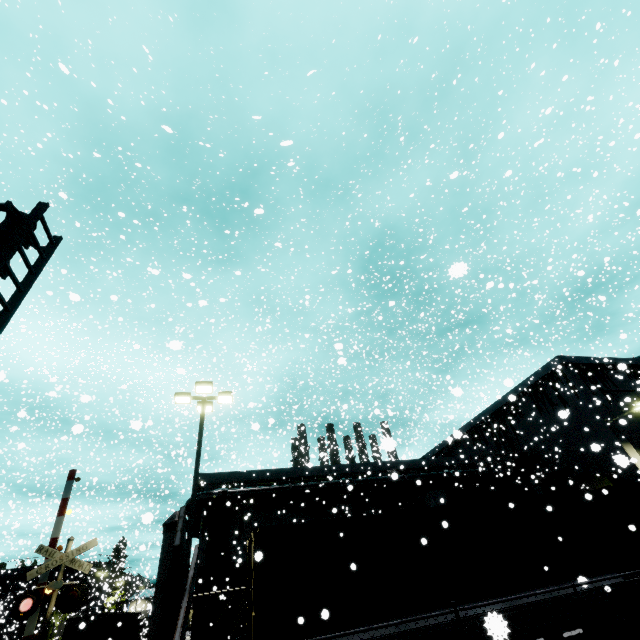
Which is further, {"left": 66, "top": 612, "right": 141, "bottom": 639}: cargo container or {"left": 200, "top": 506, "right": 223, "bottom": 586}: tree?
{"left": 200, "top": 506, "right": 223, "bottom": 586}: tree

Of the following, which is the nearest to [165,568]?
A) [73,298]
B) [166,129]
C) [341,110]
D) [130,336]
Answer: [73,298]

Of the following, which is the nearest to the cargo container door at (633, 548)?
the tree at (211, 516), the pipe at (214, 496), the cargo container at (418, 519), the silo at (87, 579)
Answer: the cargo container at (418, 519)

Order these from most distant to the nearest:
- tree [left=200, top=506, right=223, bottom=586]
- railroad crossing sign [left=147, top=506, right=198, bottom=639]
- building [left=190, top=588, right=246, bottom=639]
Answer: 1. tree [left=200, top=506, right=223, bottom=586]
2. building [left=190, top=588, right=246, bottom=639]
3. railroad crossing sign [left=147, top=506, right=198, bottom=639]

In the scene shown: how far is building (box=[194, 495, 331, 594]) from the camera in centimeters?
2114cm

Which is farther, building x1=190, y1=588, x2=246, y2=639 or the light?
building x1=190, y1=588, x2=246, y2=639

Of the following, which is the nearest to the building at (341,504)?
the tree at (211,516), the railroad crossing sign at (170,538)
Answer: the tree at (211,516)

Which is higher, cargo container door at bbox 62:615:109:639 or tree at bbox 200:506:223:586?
tree at bbox 200:506:223:586
